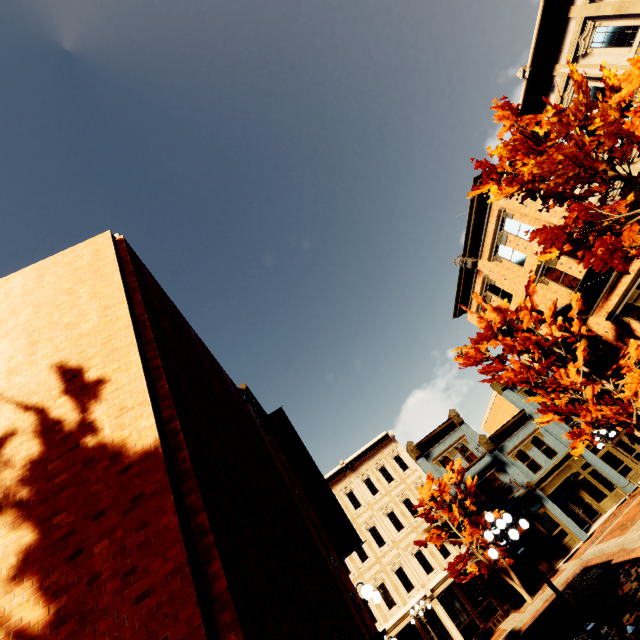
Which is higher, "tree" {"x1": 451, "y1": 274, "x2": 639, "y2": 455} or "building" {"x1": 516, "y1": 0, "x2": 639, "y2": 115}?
"building" {"x1": 516, "y1": 0, "x2": 639, "y2": 115}

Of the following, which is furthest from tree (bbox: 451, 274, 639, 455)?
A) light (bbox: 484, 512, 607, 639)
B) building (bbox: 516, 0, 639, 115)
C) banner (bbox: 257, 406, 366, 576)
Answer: banner (bbox: 257, 406, 366, 576)

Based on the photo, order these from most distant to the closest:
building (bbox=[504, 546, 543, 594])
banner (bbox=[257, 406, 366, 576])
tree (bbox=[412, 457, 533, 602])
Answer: building (bbox=[504, 546, 543, 594]), tree (bbox=[412, 457, 533, 602]), banner (bbox=[257, 406, 366, 576])

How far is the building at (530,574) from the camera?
20.2 meters

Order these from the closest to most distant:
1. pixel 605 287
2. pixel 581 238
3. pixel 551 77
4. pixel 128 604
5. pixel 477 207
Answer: pixel 128 604
pixel 581 238
pixel 551 77
pixel 605 287
pixel 477 207

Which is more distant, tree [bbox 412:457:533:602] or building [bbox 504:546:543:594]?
building [bbox 504:546:543:594]

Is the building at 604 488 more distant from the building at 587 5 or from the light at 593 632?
the light at 593 632

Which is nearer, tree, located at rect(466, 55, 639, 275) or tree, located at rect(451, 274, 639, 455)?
tree, located at rect(466, 55, 639, 275)
